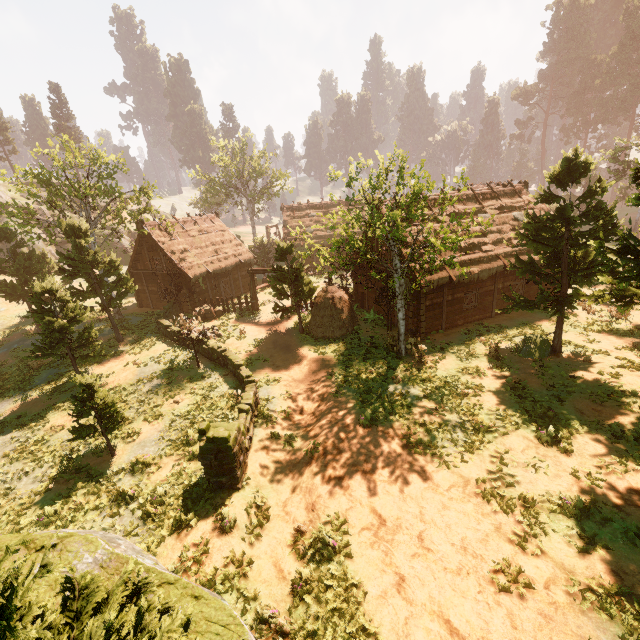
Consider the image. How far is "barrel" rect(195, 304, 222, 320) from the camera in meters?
25.6

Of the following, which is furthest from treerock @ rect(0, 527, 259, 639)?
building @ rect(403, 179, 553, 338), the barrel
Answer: the barrel

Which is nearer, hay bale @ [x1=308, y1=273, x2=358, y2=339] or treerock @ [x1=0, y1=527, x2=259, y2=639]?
treerock @ [x1=0, y1=527, x2=259, y2=639]

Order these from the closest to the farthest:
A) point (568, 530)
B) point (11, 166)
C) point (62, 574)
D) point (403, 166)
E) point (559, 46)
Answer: point (62, 574)
point (568, 530)
point (403, 166)
point (11, 166)
point (559, 46)

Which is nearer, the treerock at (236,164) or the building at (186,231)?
the treerock at (236,164)

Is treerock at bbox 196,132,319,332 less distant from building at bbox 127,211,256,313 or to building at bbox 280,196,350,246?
building at bbox 280,196,350,246

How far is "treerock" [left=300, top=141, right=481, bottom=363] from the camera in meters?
12.4

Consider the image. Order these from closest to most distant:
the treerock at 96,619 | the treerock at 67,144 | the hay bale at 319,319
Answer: the treerock at 96,619 < the treerock at 67,144 < the hay bale at 319,319
